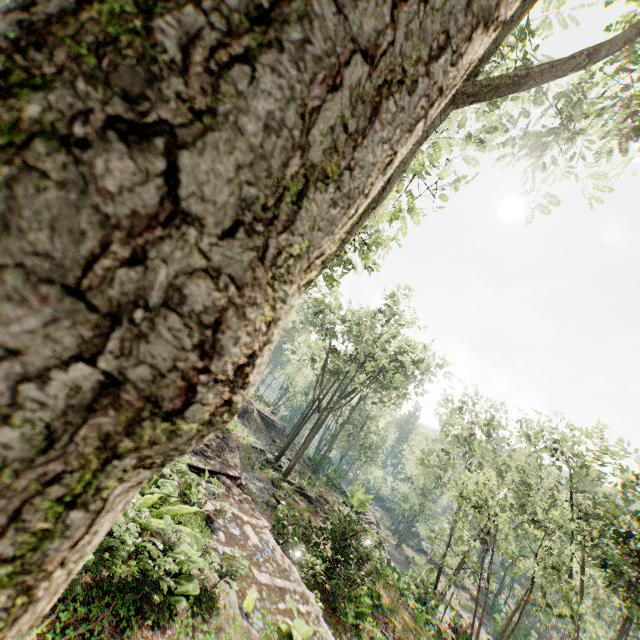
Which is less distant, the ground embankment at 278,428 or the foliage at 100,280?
the foliage at 100,280

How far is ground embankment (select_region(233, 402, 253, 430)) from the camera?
37.12m

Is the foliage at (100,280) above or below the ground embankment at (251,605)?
above

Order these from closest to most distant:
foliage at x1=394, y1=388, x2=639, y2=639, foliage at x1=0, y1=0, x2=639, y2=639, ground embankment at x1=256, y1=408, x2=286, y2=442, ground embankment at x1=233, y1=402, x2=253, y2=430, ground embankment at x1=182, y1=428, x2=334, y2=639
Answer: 1. foliage at x1=0, y1=0, x2=639, y2=639
2. ground embankment at x1=182, y1=428, x2=334, y2=639
3. foliage at x1=394, y1=388, x2=639, y2=639
4. ground embankment at x1=233, y1=402, x2=253, y2=430
5. ground embankment at x1=256, y1=408, x2=286, y2=442

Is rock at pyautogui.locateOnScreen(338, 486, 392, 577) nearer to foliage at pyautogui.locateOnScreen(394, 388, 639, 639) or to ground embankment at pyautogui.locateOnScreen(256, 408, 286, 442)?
foliage at pyautogui.locateOnScreen(394, 388, 639, 639)

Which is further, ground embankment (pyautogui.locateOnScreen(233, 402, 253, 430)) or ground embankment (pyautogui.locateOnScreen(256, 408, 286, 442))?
ground embankment (pyautogui.locateOnScreen(256, 408, 286, 442))

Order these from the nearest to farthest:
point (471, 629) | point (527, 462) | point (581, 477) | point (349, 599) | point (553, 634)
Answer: point (349, 599) → point (471, 629) → point (581, 477) → point (527, 462) → point (553, 634)

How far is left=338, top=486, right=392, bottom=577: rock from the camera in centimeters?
1597cm
